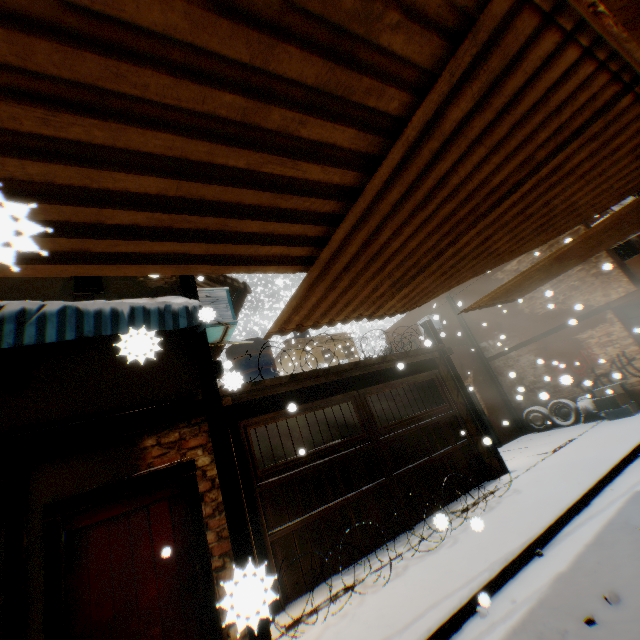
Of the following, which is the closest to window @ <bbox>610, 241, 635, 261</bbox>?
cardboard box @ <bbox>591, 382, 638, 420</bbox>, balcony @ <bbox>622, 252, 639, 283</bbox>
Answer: balcony @ <bbox>622, 252, 639, 283</bbox>

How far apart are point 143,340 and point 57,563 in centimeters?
413cm

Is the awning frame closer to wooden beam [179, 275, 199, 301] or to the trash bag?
wooden beam [179, 275, 199, 301]

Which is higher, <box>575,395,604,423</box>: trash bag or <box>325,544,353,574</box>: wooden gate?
<box>575,395,604,423</box>: trash bag

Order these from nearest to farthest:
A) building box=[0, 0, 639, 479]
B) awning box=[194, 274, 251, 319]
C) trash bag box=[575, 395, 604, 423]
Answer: building box=[0, 0, 639, 479], awning box=[194, 274, 251, 319], trash bag box=[575, 395, 604, 423]

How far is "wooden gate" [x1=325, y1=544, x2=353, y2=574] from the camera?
5.7 meters

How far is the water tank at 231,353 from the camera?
2.9m

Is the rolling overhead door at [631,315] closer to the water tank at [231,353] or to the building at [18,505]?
the building at [18,505]
